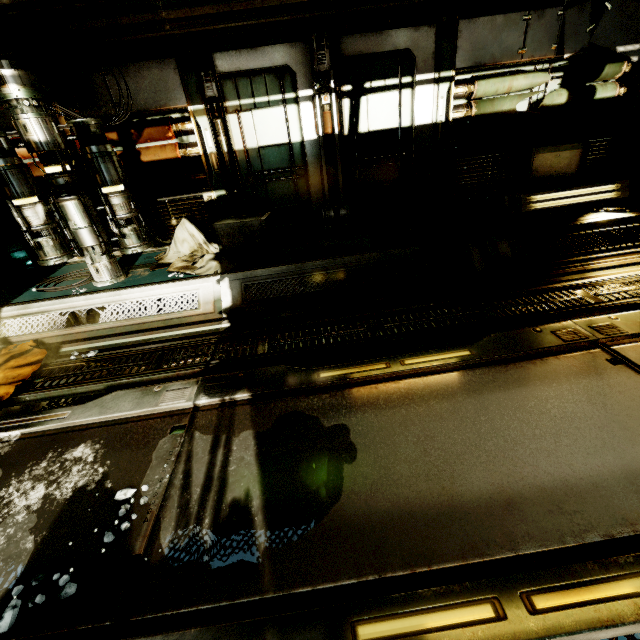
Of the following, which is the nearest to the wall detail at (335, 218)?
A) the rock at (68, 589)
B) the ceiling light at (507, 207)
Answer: the ceiling light at (507, 207)

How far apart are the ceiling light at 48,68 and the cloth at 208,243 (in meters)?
2.10

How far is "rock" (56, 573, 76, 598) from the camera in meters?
1.6 m

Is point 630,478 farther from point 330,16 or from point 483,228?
point 330,16

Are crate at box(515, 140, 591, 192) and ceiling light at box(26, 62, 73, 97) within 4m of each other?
no

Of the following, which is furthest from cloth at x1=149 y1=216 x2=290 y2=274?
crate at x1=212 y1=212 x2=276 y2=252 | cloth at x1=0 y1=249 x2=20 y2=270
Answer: cloth at x1=0 y1=249 x2=20 y2=270

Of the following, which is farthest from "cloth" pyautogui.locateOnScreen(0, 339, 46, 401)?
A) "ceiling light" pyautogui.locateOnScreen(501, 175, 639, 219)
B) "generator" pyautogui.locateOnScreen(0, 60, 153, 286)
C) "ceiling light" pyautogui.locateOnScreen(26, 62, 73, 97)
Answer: "ceiling light" pyautogui.locateOnScreen(501, 175, 639, 219)

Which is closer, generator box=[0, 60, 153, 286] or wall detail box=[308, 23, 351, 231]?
generator box=[0, 60, 153, 286]
